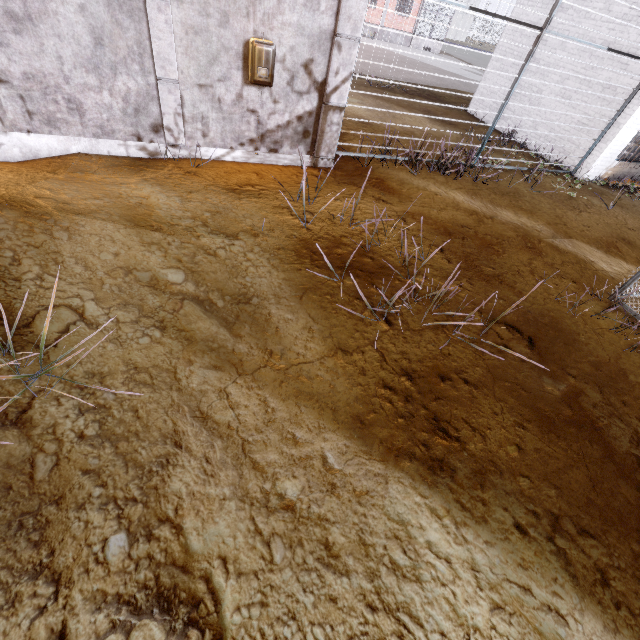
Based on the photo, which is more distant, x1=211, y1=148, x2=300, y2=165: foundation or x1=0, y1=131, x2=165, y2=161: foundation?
x1=211, y1=148, x2=300, y2=165: foundation

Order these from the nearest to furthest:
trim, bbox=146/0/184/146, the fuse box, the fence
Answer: trim, bbox=146/0/184/146 < the fuse box < the fence

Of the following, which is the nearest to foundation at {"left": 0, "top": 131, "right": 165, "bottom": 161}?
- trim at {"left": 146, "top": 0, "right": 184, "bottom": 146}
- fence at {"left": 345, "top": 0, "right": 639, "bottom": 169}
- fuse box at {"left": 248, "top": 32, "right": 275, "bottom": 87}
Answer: trim at {"left": 146, "top": 0, "right": 184, "bottom": 146}

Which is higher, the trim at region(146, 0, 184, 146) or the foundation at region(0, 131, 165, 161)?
the trim at region(146, 0, 184, 146)

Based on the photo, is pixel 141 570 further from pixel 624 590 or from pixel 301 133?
pixel 301 133

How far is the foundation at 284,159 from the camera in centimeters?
630cm

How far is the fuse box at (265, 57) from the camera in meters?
5.1

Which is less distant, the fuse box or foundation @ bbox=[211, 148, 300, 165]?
the fuse box
